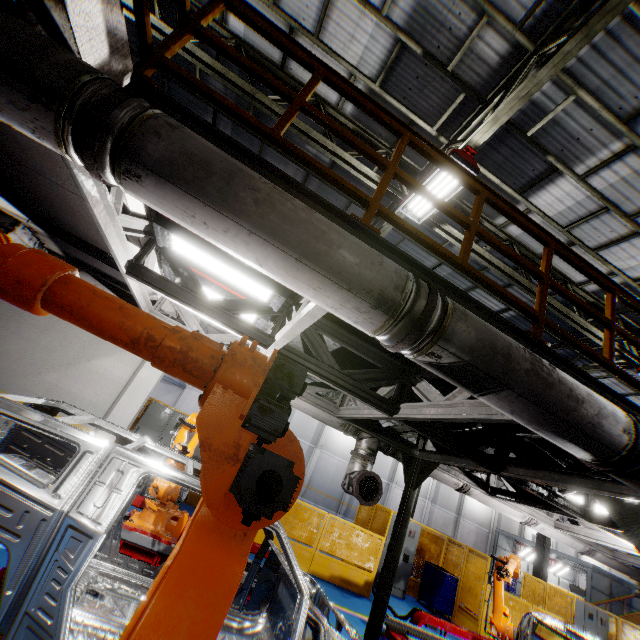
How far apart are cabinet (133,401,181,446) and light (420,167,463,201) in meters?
8.1 m

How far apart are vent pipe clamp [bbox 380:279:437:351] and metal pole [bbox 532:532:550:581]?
18.9 meters

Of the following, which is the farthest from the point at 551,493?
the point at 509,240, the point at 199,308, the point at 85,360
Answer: the point at 85,360

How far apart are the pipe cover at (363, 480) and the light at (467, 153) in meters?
5.2

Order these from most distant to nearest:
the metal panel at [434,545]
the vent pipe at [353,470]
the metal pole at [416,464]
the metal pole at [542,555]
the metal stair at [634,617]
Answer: the metal stair at [634,617], the metal pole at [542,555], the metal panel at [434,545], the vent pipe at [353,470], the metal pole at [416,464]

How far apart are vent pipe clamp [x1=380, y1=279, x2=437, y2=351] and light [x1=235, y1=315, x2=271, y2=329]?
2.39m

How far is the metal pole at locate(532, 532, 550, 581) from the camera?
14.5m

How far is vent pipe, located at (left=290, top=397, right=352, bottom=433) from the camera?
6.3 meters
